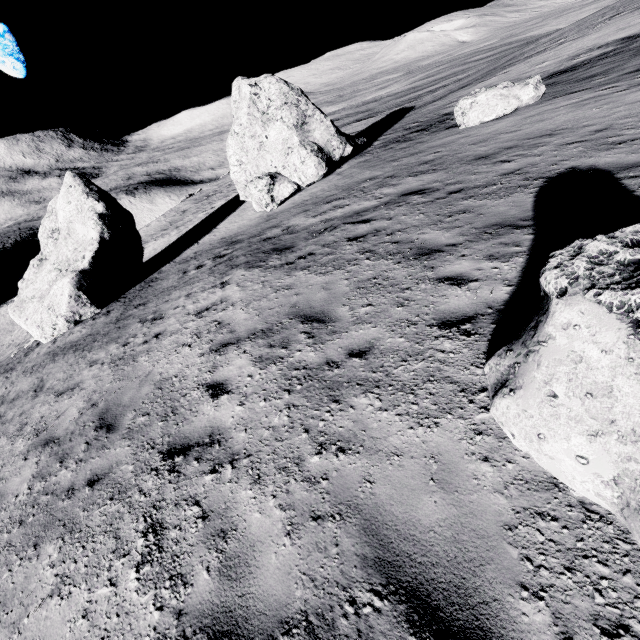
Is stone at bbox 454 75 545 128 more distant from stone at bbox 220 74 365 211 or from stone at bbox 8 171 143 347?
stone at bbox 8 171 143 347

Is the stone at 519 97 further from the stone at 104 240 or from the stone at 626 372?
the stone at 104 240

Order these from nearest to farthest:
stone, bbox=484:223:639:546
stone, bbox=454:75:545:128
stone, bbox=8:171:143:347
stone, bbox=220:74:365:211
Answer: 1. stone, bbox=484:223:639:546
2. stone, bbox=454:75:545:128
3. stone, bbox=8:171:143:347
4. stone, bbox=220:74:365:211

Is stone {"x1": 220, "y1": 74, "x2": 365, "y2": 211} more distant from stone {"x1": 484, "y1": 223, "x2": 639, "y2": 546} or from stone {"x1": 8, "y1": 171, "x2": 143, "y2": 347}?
stone {"x1": 484, "y1": 223, "x2": 639, "y2": 546}

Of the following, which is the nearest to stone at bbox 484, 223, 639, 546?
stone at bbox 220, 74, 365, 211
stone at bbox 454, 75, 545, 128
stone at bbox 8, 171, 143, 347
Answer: stone at bbox 454, 75, 545, 128

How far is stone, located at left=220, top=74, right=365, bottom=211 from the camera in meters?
16.0

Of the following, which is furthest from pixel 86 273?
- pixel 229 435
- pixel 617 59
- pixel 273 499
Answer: pixel 617 59

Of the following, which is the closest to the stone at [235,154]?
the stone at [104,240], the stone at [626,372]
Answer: the stone at [104,240]
